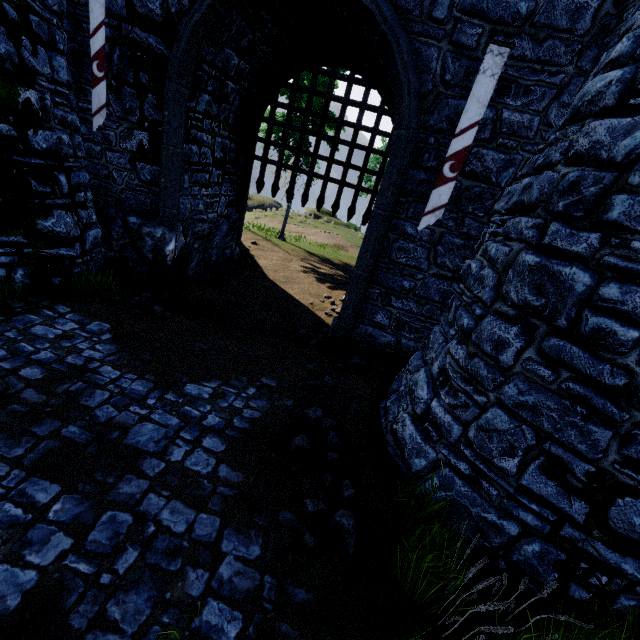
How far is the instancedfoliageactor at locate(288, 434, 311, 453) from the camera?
4.4 meters

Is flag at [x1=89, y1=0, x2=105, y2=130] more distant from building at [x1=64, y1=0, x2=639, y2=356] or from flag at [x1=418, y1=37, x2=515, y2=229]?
flag at [x1=418, y1=37, x2=515, y2=229]

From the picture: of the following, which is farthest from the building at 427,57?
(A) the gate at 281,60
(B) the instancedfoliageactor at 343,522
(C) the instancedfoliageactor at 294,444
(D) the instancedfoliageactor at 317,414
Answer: (B) the instancedfoliageactor at 343,522

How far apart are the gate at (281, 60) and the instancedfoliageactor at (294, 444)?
7.1m

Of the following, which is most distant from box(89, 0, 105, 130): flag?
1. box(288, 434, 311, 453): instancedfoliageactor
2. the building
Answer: box(288, 434, 311, 453): instancedfoliageactor

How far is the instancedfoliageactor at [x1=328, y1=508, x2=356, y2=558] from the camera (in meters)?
3.43

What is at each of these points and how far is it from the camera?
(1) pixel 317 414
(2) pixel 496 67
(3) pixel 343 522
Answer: (1) instancedfoliageactor, 5.1 meters
(2) flag, 4.9 meters
(3) instancedfoliageactor, 3.6 meters

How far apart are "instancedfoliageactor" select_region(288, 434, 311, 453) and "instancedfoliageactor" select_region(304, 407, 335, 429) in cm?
38
